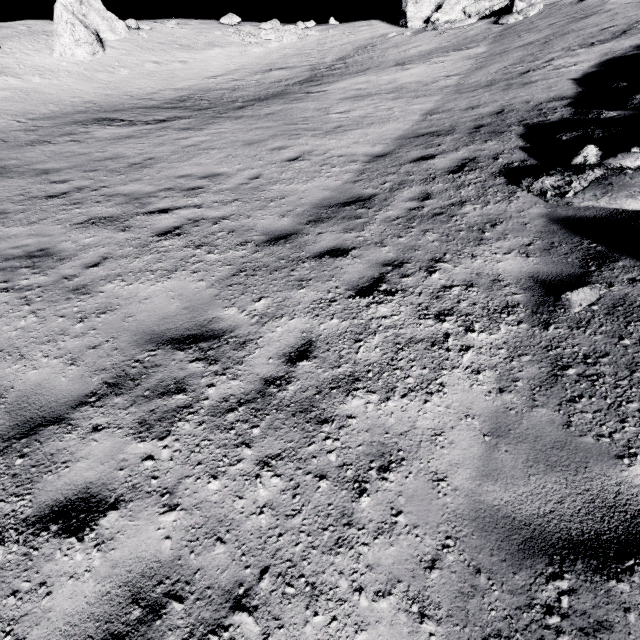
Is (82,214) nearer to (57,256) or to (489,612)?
(57,256)

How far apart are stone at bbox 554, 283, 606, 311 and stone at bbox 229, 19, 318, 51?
29.64m

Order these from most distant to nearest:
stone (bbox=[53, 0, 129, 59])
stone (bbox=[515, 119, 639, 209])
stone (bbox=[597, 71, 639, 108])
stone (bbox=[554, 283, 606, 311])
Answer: stone (bbox=[53, 0, 129, 59]) → stone (bbox=[597, 71, 639, 108]) → stone (bbox=[515, 119, 639, 209]) → stone (bbox=[554, 283, 606, 311])

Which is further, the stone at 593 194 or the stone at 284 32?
the stone at 284 32

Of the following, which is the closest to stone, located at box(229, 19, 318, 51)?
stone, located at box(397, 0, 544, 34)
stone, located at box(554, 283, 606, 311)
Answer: stone, located at box(397, 0, 544, 34)

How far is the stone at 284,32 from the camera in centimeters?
2360cm

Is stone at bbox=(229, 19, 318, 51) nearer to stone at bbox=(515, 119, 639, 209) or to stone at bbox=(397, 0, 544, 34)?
stone at bbox=(397, 0, 544, 34)

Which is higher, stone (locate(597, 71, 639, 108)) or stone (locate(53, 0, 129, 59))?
stone (locate(53, 0, 129, 59))
